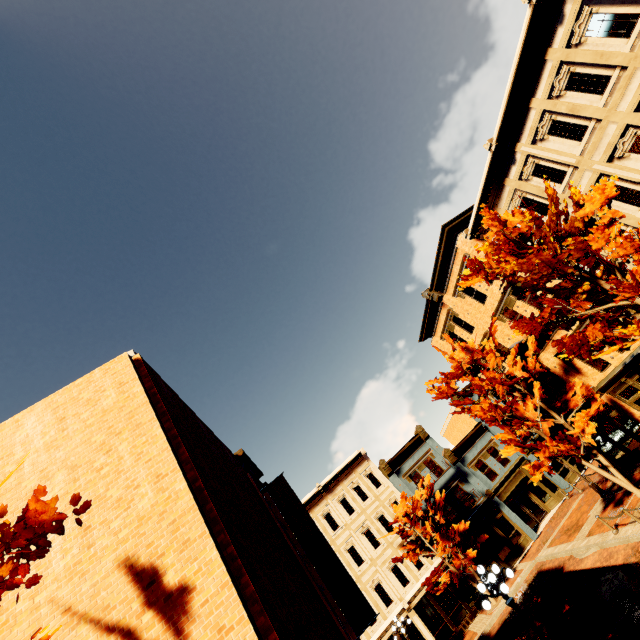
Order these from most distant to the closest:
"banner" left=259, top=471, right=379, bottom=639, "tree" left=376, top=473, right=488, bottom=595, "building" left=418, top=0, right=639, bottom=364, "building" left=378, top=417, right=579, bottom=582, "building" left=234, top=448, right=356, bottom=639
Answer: "building" left=378, top=417, right=579, bottom=582, "tree" left=376, top=473, right=488, bottom=595, "building" left=418, top=0, right=639, bottom=364, "building" left=234, top=448, right=356, bottom=639, "banner" left=259, top=471, right=379, bottom=639

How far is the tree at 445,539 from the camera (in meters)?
21.81

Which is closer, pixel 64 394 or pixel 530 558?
pixel 64 394

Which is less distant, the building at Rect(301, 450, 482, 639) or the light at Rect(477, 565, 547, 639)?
the light at Rect(477, 565, 547, 639)

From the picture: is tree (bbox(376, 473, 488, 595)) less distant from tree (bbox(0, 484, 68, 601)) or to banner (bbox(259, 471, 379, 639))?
banner (bbox(259, 471, 379, 639))

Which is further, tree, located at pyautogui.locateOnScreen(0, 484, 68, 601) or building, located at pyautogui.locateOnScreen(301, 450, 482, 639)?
building, located at pyautogui.locateOnScreen(301, 450, 482, 639)

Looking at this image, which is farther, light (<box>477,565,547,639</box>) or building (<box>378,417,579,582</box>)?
building (<box>378,417,579,582</box>)

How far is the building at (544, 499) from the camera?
24.55m
